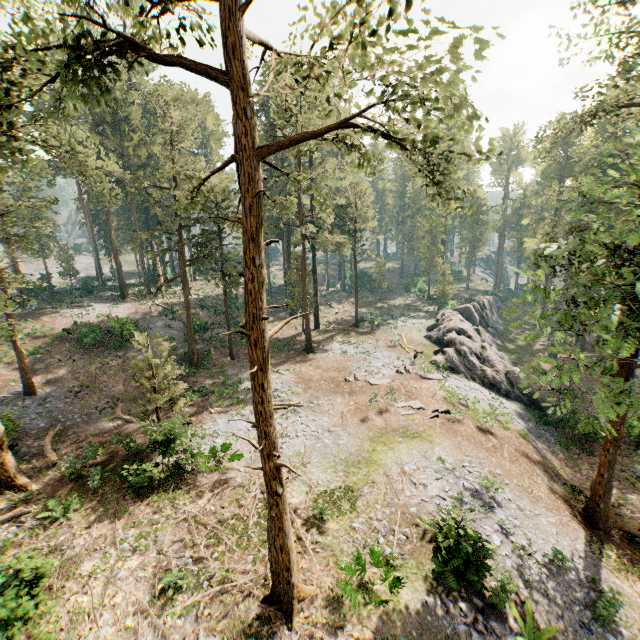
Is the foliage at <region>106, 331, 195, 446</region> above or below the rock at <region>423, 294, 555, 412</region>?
above

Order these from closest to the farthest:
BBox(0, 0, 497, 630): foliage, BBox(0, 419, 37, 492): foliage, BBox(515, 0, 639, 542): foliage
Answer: BBox(0, 0, 497, 630): foliage
BBox(515, 0, 639, 542): foliage
BBox(0, 419, 37, 492): foliage

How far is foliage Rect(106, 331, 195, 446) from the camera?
17.17m

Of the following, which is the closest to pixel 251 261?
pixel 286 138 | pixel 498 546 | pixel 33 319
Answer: pixel 286 138

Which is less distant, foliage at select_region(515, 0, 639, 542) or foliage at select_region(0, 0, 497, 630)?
foliage at select_region(0, 0, 497, 630)

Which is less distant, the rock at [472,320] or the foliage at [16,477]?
the foliage at [16,477]

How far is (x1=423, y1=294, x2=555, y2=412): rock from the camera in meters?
29.2 m

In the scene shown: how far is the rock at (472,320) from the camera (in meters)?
29.20
